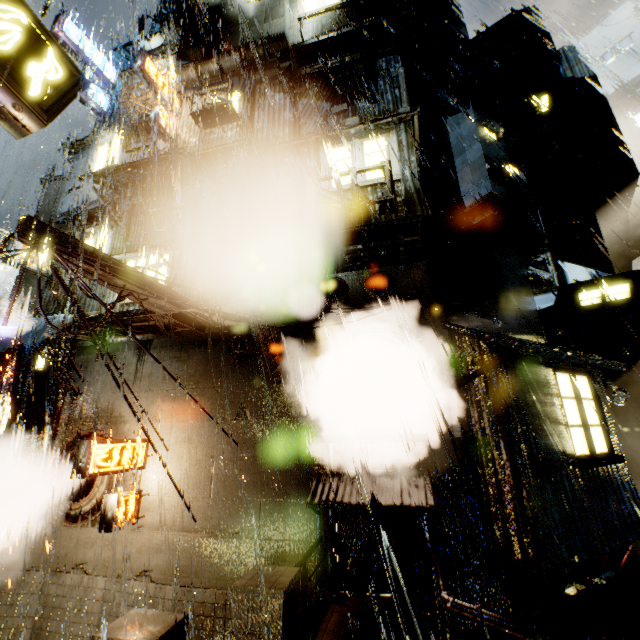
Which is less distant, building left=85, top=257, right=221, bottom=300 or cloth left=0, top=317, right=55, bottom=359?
building left=85, top=257, right=221, bottom=300

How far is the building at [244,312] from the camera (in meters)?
8.14

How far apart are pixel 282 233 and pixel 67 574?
11.4m

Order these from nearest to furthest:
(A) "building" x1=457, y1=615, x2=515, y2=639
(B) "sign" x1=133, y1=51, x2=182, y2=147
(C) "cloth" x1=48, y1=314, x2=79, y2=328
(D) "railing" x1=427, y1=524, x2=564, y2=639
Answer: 1. (D) "railing" x1=427, y1=524, x2=564, y2=639
2. (A) "building" x1=457, y1=615, x2=515, y2=639
3. (C) "cloth" x1=48, y1=314, x2=79, y2=328
4. (B) "sign" x1=133, y1=51, x2=182, y2=147

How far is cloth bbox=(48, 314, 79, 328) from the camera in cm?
880

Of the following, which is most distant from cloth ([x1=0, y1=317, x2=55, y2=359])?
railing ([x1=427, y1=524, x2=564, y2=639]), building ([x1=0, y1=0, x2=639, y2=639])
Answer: A: railing ([x1=427, y1=524, x2=564, y2=639])

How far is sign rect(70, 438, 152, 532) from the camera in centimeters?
756cm

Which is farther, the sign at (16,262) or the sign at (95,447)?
the sign at (16,262)
